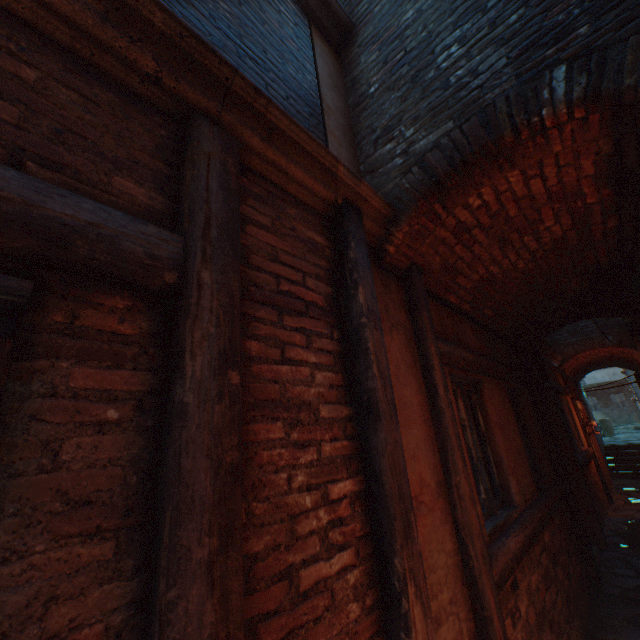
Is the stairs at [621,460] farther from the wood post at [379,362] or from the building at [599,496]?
the wood post at [379,362]

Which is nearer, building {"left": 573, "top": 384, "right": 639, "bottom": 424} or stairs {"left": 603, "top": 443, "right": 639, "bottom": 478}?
stairs {"left": 603, "top": 443, "right": 639, "bottom": 478}

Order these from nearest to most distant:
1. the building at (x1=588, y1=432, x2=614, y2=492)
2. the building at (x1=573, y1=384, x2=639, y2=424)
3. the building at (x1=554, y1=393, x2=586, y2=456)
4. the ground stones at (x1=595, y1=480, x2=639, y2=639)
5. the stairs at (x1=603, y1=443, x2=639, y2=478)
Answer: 1. the ground stones at (x1=595, y1=480, x2=639, y2=639)
2. the building at (x1=554, y1=393, x2=586, y2=456)
3. the building at (x1=588, y1=432, x2=614, y2=492)
4. the stairs at (x1=603, y1=443, x2=639, y2=478)
5. the building at (x1=573, y1=384, x2=639, y2=424)

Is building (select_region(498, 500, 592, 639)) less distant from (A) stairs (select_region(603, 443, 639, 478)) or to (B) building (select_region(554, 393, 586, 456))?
(B) building (select_region(554, 393, 586, 456))

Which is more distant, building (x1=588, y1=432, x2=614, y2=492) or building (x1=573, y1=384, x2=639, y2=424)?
building (x1=573, y1=384, x2=639, y2=424)

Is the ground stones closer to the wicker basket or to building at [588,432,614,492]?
building at [588,432,614,492]

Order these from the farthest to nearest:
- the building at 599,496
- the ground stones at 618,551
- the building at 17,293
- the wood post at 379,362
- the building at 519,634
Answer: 1. the building at 599,496
2. the ground stones at 618,551
3. the building at 519,634
4. the wood post at 379,362
5. the building at 17,293

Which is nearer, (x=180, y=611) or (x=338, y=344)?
(x=180, y=611)
